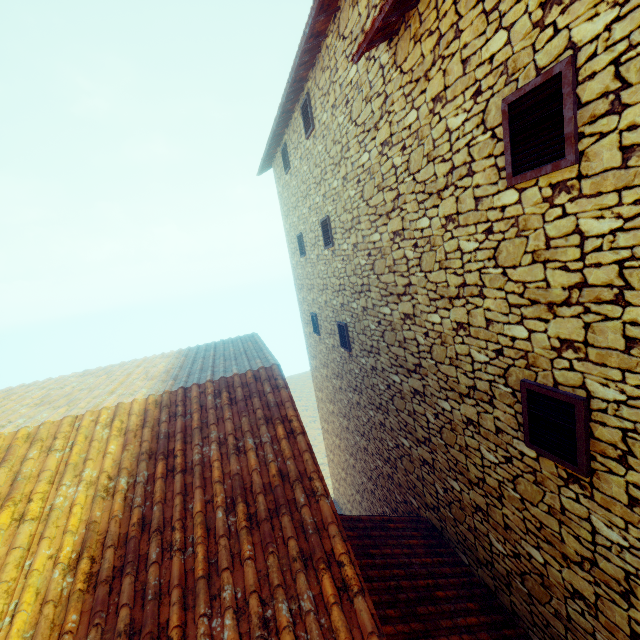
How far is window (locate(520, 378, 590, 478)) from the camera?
2.64m

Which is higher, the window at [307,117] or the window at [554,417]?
the window at [307,117]

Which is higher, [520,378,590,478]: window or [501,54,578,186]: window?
[501,54,578,186]: window

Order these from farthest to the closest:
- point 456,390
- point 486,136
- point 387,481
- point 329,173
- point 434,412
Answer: point 387,481 < point 329,173 < point 434,412 < point 456,390 < point 486,136

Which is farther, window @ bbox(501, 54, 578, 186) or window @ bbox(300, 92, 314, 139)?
window @ bbox(300, 92, 314, 139)

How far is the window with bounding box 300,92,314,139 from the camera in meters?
6.8 m

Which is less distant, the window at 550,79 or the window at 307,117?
the window at 550,79
